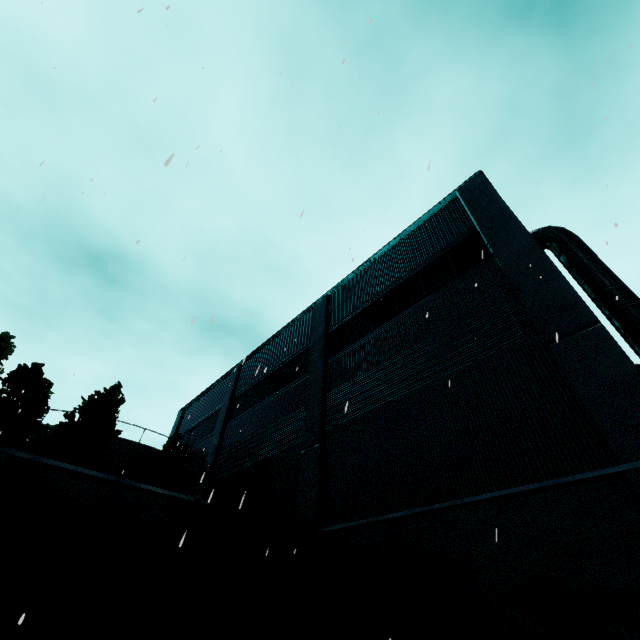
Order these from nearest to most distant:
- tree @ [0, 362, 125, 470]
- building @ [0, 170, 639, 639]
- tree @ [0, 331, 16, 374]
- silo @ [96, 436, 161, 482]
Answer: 1. building @ [0, 170, 639, 639]
2. tree @ [0, 362, 125, 470]
3. tree @ [0, 331, 16, 374]
4. silo @ [96, 436, 161, 482]

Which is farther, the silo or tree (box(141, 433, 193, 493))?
the silo

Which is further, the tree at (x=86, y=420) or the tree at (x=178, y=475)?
the tree at (x=178, y=475)

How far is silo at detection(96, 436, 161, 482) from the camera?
20.7m

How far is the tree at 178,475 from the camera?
16.70m

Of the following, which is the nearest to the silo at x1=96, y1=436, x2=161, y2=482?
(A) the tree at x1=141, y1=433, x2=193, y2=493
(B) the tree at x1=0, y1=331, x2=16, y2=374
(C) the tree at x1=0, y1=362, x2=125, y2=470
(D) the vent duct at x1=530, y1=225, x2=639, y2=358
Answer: (C) the tree at x1=0, y1=362, x2=125, y2=470

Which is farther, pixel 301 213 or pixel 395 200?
pixel 395 200

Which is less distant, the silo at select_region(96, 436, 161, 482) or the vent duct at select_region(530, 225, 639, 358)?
the vent duct at select_region(530, 225, 639, 358)
